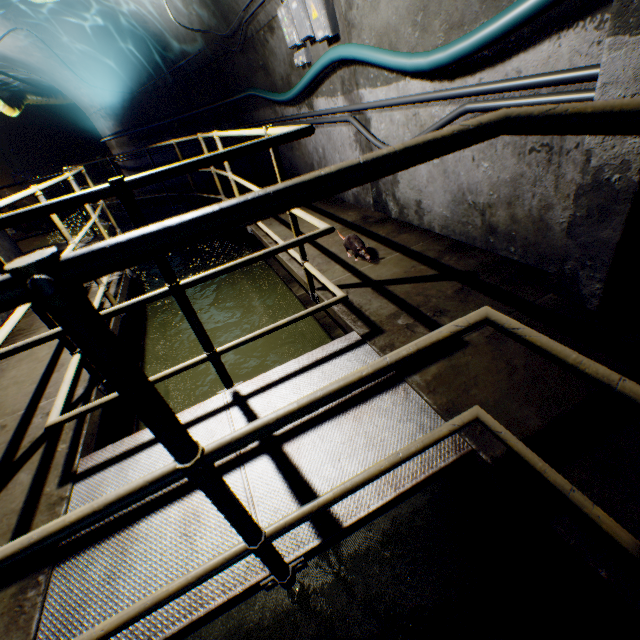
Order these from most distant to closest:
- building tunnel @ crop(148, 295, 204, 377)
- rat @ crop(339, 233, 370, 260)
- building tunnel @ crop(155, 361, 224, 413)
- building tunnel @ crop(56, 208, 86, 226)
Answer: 1. building tunnel @ crop(56, 208, 86, 226)
2. building tunnel @ crop(148, 295, 204, 377)
3. building tunnel @ crop(155, 361, 224, 413)
4. rat @ crop(339, 233, 370, 260)

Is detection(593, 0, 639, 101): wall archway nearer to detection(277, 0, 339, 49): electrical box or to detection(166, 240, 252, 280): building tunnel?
detection(166, 240, 252, 280): building tunnel

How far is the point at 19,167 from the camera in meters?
13.8 m

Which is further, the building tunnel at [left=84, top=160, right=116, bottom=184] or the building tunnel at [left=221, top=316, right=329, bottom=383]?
the building tunnel at [left=84, top=160, right=116, bottom=184]

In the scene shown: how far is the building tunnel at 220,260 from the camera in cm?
645

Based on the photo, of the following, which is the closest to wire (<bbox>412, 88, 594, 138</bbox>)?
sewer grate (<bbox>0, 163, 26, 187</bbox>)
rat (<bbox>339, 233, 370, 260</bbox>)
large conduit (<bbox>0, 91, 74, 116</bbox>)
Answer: rat (<bbox>339, 233, 370, 260</bbox>)

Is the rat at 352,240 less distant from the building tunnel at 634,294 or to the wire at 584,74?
the building tunnel at 634,294

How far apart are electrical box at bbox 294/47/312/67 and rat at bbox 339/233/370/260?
1.87m
